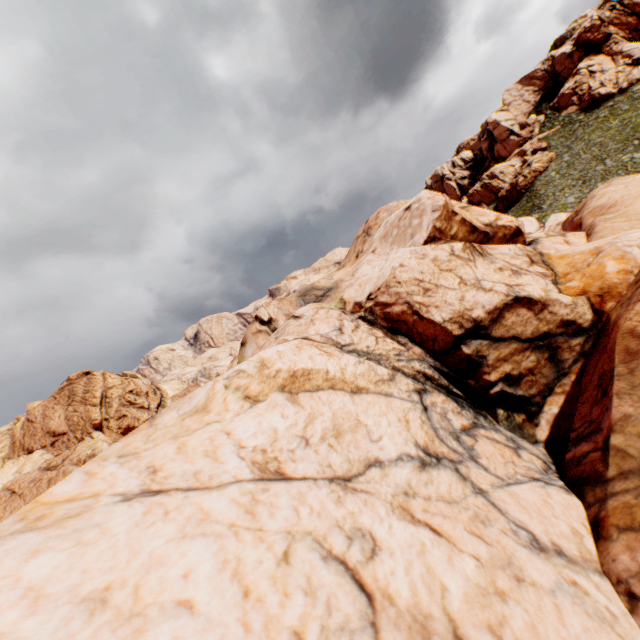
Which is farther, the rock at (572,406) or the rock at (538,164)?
the rock at (538,164)

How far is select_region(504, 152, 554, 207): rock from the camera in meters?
55.9 m

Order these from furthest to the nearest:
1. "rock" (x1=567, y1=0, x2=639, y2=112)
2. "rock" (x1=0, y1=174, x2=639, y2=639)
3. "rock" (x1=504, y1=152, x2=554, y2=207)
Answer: "rock" (x1=504, y1=152, x2=554, y2=207) → "rock" (x1=567, y1=0, x2=639, y2=112) → "rock" (x1=0, y1=174, x2=639, y2=639)

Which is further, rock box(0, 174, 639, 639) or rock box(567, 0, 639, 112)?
rock box(567, 0, 639, 112)

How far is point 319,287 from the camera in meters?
21.7

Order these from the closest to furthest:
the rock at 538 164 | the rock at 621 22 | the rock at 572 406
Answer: the rock at 572 406
the rock at 621 22
the rock at 538 164
